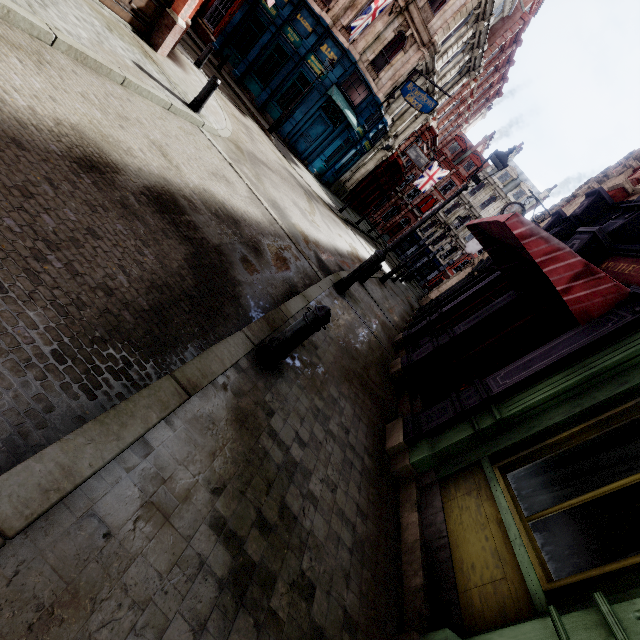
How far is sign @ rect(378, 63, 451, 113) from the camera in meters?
18.0 m

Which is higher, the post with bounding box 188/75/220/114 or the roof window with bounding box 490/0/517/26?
the roof window with bounding box 490/0/517/26

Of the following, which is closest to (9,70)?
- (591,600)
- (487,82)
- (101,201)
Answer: (101,201)

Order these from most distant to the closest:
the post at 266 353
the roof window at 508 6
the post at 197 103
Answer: the roof window at 508 6, the post at 197 103, the post at 266 353

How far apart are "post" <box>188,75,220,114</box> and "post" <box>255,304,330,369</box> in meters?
7.3

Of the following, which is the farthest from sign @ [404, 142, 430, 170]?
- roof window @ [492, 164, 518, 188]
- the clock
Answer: roof window @ [492, 164, 518, 188]

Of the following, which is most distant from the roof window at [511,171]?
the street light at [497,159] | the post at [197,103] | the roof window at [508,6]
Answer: the post at [197,103]

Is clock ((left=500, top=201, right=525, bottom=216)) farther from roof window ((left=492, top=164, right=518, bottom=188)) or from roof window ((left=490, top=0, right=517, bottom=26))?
roof window ((left=492, top=164, right=518, bottom=188))
